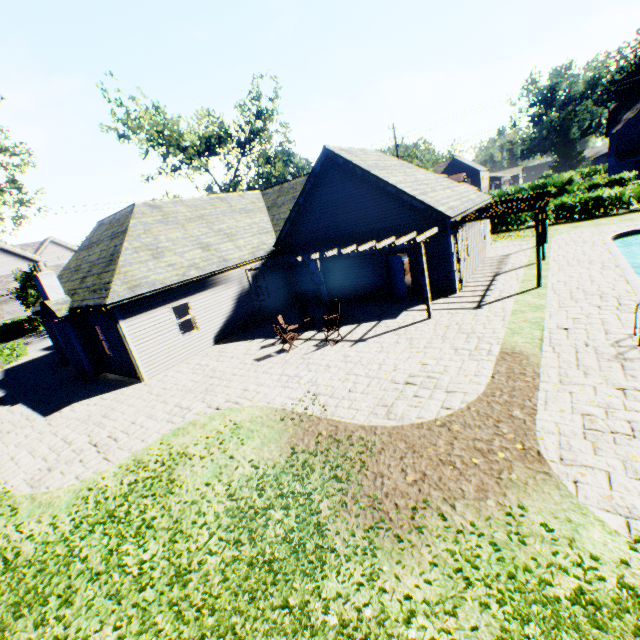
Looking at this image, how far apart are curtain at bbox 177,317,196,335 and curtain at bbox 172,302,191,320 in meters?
0.1

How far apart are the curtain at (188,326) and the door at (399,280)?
10.00m

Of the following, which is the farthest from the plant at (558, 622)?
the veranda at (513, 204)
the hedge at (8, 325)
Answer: the hedge at (8, 325)

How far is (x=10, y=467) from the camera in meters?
9.1 m

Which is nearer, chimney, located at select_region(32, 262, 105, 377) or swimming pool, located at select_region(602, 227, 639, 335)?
swimming pool, located at select_region(602, 227, 639, 335)

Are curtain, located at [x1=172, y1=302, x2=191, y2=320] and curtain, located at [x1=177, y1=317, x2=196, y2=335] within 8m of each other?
yes

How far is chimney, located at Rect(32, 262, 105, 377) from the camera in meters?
14.3 m

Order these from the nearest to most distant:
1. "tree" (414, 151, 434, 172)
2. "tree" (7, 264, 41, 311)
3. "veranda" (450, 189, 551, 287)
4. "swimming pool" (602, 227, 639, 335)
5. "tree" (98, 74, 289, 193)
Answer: "swimming pool" (602, 227, 639, 335) < "veranda" (450, 189, 551, 287) < "tree" (98, 74, 289, 193) < "tree" (7, 264, 41, 311) < "tree" (414, 151, 434, 172)
